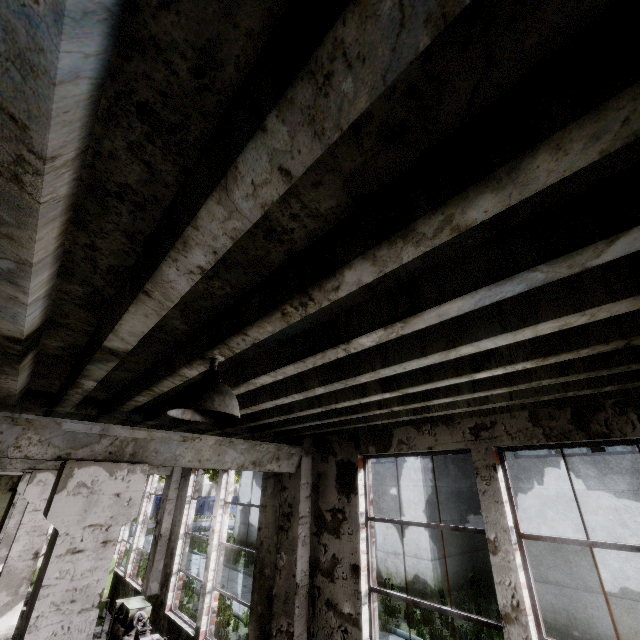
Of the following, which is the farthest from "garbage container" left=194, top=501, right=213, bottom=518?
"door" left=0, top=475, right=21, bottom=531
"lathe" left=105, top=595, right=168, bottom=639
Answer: "lathe" left=105, top=595, right=168, bottom=639

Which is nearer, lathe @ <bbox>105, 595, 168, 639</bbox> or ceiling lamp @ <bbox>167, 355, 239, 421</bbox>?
ceiling lamp @ <bbox>167, 355, 239, 421</bbox>

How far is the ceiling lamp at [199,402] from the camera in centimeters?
182cm

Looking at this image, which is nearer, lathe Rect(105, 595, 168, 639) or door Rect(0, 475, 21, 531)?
lathe Rect(105, 595, 168, 639)

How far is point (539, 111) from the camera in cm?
77

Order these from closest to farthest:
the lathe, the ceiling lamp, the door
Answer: the ceiling lamp < the lathe < the door

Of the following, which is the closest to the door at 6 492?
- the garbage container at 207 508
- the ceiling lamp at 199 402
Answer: the ceiling lamp at 199 402

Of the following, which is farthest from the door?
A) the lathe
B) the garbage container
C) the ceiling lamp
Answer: the garbage container
